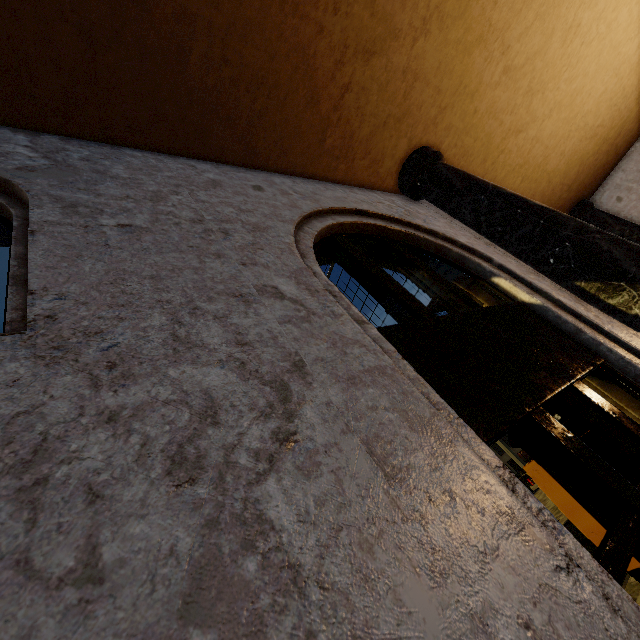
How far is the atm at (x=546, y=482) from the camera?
3.6 meters

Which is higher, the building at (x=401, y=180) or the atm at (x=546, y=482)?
the building at (x=401, y=180)

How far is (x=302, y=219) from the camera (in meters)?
3.19

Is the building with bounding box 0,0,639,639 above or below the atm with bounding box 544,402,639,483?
above

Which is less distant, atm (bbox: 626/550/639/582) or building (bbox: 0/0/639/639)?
building (bbox: 0/0/639/639)
